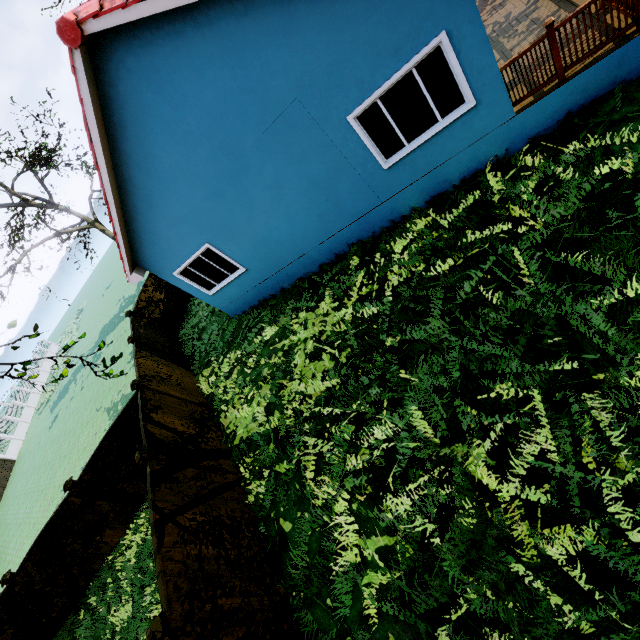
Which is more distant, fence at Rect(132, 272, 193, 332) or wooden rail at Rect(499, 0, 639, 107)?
fence at Rect(132, 272, 193, 332)

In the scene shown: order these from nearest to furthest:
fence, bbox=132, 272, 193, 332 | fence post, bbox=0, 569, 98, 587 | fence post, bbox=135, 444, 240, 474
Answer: fence post, bbox=135, 444, 240, 474 < fence post, bbox=0, 569, 98, 587 < fence, bbox=132, 272, 193, 332

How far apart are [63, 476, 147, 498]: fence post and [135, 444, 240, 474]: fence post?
4.09m

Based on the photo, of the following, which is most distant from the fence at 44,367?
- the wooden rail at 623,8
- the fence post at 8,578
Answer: the wooden rail at 623,8

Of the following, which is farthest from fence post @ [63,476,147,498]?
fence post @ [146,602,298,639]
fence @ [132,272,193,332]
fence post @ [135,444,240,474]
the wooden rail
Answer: the wooden rail

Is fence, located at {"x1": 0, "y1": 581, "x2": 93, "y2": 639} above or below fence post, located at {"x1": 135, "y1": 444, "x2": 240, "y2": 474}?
below

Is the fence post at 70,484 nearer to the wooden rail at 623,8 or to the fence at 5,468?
the fence at 5,468

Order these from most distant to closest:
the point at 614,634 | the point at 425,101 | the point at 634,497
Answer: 1. the point at 425,101
2. the point at 634,497
3. the point at 614,634
